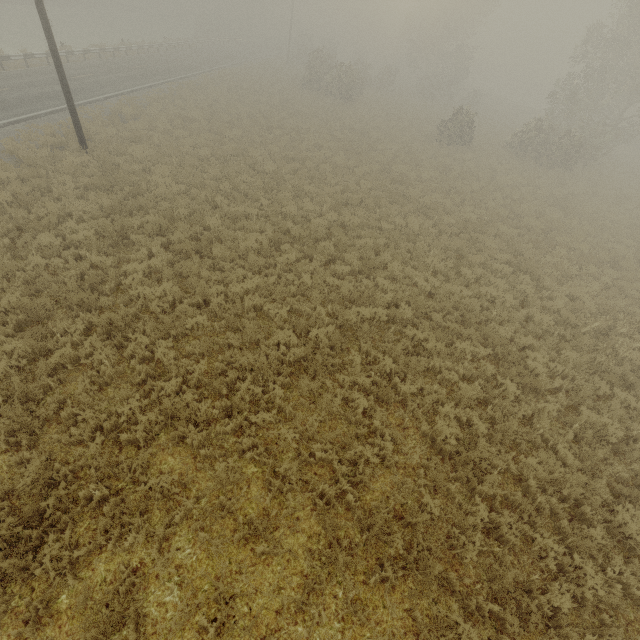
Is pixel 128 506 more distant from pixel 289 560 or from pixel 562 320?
pixel 562 320
